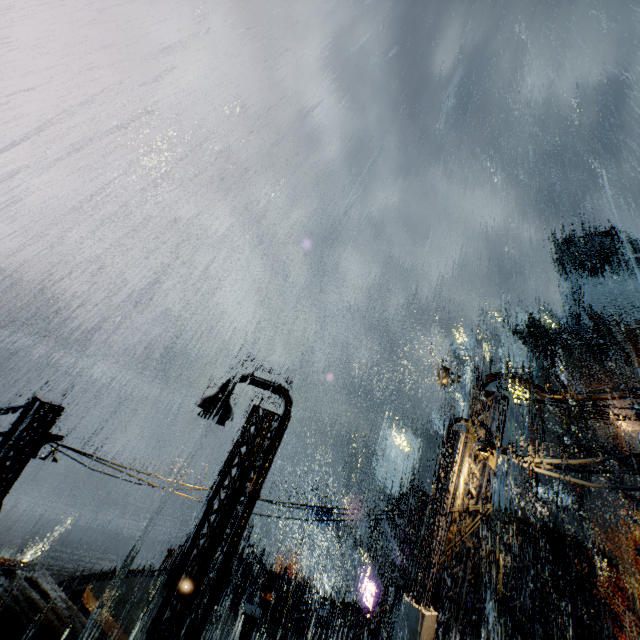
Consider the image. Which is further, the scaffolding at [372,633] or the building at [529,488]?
the building at [529,488]

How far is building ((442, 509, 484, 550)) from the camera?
9.5 meters

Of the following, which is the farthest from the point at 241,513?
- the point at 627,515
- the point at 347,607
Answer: the point at 627,515

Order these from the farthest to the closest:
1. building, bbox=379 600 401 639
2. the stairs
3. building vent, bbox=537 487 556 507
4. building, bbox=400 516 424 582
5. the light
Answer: building vent, bbox=537 487 556 507 → the stairs → building, bbox=400 516 424 582 → building, bbox=379 600 401 639 → the light

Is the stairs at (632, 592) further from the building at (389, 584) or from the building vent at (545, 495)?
the building vent at (545, 495)

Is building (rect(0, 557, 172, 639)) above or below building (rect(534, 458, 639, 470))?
below

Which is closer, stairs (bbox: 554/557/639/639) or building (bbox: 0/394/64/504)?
building (bbox: 0/394/64/504)
